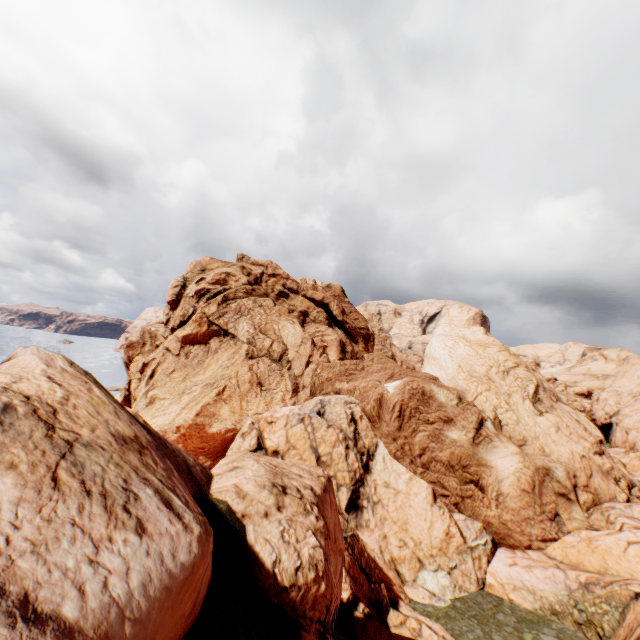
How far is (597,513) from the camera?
25.36m
